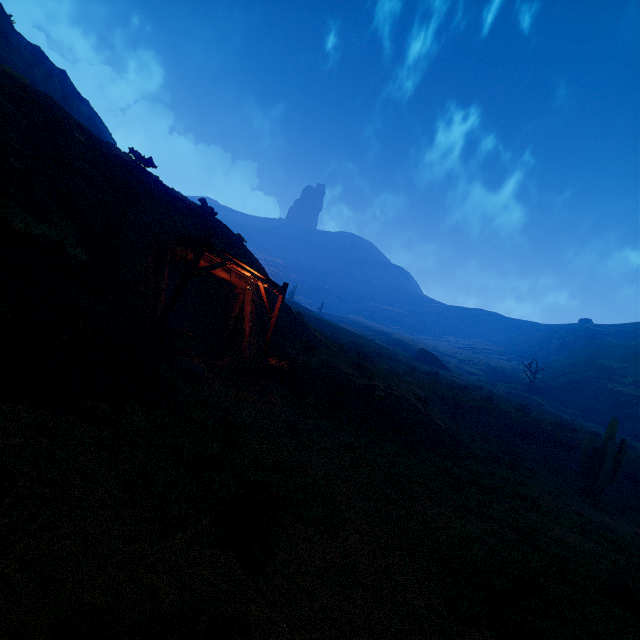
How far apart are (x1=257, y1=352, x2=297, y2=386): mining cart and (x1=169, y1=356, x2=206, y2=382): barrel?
3.4 meters

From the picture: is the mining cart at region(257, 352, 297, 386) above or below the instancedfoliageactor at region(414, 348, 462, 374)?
below

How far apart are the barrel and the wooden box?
0.04m

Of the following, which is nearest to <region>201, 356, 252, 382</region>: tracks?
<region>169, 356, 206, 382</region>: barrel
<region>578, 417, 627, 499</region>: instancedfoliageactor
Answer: <region>169, 356, 206, 382</region>: barrel

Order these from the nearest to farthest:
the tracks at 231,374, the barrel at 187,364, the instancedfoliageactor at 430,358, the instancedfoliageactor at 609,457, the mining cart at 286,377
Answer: the barrel at 187,364
the tracks at 231,374
the mining cart at 286,377
the instancedfoliageactor at 609,457
the instancedfoliageactor at 430,358

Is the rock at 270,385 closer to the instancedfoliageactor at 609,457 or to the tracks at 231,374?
the tracks at 231,374

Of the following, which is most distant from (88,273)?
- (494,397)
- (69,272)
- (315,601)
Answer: (494,397)

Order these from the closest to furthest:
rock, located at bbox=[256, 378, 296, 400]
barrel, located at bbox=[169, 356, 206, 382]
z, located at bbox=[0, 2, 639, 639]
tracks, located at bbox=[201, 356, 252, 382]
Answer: z, located at bbox=[0, 2, 639, 639] < barrel, located at bbox=[169, 356, 206, 382] < tracks, located at bbox=[201, 356, 252, 382] < rock, located at bbox=[256, 378, 296, 400]
